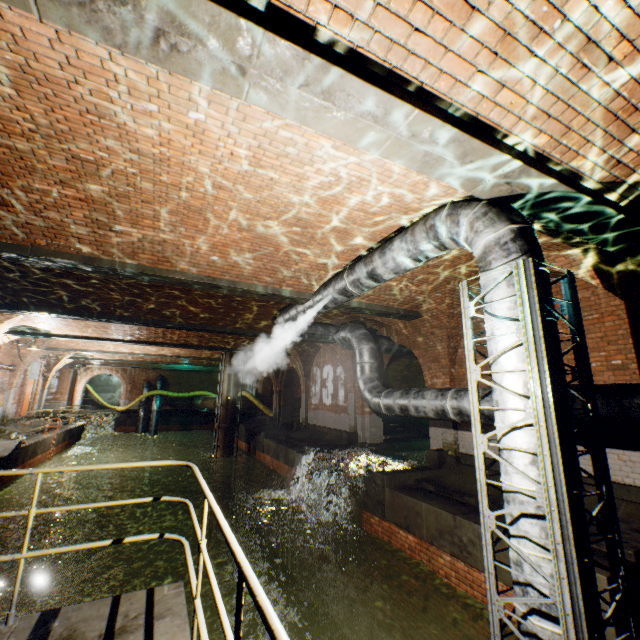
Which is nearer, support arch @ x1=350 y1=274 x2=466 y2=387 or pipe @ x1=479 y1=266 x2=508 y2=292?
pipe @ x1=479 y1=266 x2=508 y2=292

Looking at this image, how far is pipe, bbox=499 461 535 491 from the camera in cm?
276

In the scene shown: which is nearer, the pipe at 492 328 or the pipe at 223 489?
the pipe at 492 328

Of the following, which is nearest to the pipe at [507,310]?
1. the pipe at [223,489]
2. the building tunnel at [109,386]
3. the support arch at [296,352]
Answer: the support arch at [296,352]

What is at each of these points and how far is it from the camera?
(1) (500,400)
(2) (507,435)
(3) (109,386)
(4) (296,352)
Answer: (1) pipe, 3.1m
(2) pipe, 3.0m
(3) building tunnel, 38.3m
(4) support arch, 17.0m

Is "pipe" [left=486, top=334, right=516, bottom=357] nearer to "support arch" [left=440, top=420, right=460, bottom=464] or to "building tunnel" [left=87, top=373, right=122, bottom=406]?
"support arch" [left=440, top=420, right=460, bottom=464]

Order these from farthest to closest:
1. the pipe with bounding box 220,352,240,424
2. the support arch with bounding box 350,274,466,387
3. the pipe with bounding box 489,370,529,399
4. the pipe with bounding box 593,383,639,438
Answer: the pipe with bounding box 220,352,240,424 → the support arch with bounding box 350,274,466,387 → the pipe with bounding box 593,383,639,438 → the pipe with bounding box 489,370,529,399

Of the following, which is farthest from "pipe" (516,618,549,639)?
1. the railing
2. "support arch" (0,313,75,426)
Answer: "support arch" (0,313,75,426)
